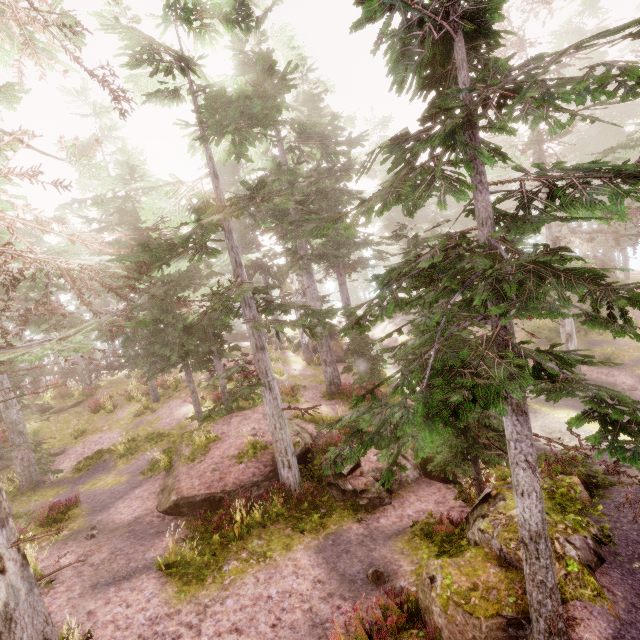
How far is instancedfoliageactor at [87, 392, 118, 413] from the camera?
22.9m

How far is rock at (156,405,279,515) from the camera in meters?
10.9 m

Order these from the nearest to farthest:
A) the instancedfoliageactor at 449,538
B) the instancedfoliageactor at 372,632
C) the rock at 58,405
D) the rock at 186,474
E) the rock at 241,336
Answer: the instancedfoliageactor at 372,632
the instancedfoliageactor at 449,538
the rock at 186,474
the rock at 58,405
the rock at 241,336

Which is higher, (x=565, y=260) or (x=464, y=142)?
(x=464, y=142)

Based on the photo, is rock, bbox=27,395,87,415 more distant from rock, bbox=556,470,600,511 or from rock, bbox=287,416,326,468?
rock, bbox=556,470,600,511

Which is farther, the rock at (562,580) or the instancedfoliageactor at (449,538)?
the instancedfoliageactor at (449,538)

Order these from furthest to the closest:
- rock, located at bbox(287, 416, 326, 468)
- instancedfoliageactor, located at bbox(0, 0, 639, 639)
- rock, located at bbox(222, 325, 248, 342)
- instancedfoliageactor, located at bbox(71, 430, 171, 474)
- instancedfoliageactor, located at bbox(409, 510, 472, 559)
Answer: rock, located at bbox(222, 325, 248, 342) < instancedfoliageactor, located at bbox(71, 430, 171, 474) < rock, located at bbox(287, 416, 326, 468) < instancedfoliageactor, located at bbox(409, 510, 472, 559) < instancedfoliageactor, located at bbox(0, 0, 639, 639)

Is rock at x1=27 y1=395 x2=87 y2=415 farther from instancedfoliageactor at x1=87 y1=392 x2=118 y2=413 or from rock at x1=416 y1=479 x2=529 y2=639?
rock at x1=416 y1=479 x2=529 y2=639
